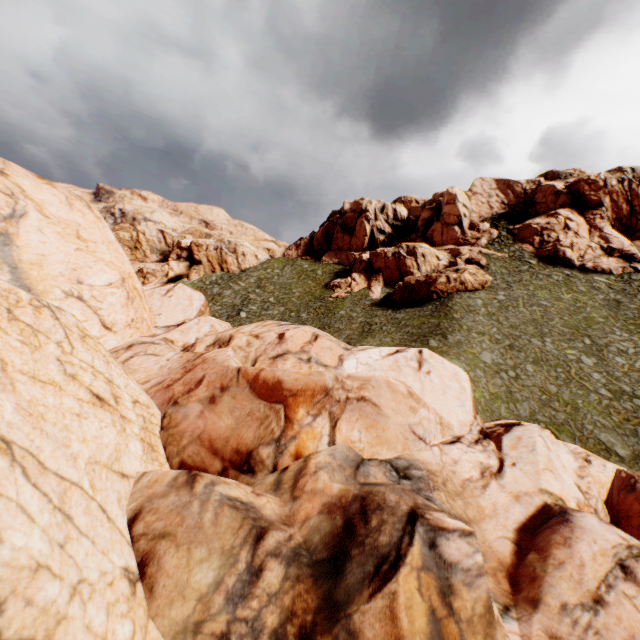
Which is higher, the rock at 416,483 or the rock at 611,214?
the rock at 611,214

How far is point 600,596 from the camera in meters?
5.4 m

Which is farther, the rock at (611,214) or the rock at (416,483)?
the rock at (611,214)

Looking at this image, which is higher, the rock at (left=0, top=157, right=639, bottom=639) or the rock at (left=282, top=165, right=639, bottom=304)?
the rock at (left=282, top=165, right=639, bottom=304)

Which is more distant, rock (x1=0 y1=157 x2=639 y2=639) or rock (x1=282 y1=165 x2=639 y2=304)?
rock (x1=282 y1=165 x2=639 y2=304)
